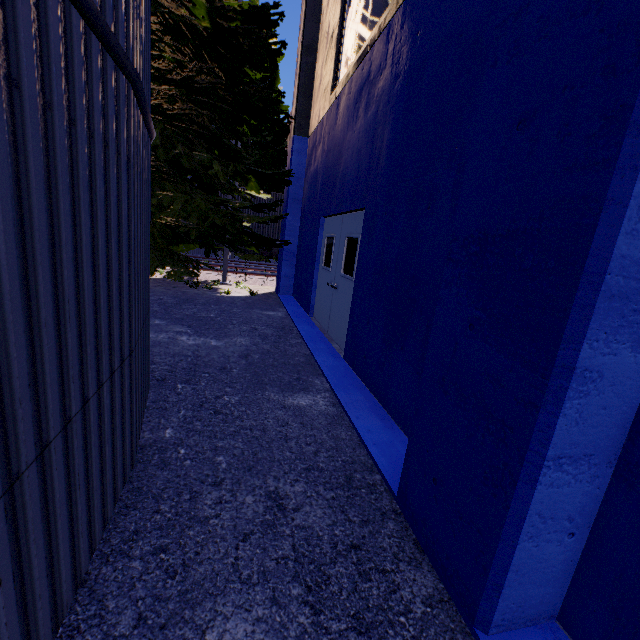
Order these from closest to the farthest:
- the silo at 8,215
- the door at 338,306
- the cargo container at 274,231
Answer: the silo at 8,215 < the door at 338,306 < the cargo container at 274,231

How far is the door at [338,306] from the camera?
5.71m

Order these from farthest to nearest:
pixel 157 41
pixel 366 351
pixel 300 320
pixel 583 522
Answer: pixel 300 320 → pixel 157 41 → pixel 366 351 → pixel 583 522

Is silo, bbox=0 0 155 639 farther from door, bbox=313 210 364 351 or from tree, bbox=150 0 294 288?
door, bbox=313 210 364 351

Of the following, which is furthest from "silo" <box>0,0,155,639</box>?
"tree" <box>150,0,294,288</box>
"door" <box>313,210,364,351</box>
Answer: "door" <box>313,210,364,351</box>

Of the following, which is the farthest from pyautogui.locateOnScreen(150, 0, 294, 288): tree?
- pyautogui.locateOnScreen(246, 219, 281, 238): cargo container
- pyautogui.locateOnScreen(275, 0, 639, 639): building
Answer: pyautogui.locateOnScreen(246, 219, 281, 238): cargo container

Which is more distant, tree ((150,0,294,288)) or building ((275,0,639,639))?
tree ((150,0,294,288))

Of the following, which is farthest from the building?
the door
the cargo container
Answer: the cargo container
